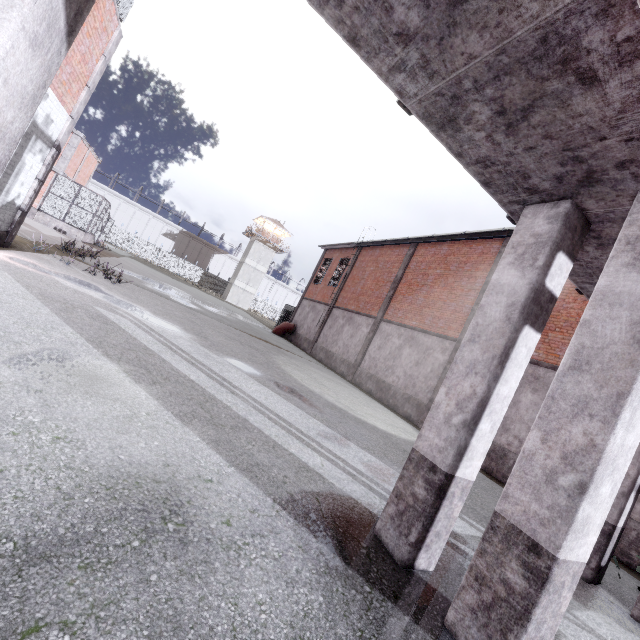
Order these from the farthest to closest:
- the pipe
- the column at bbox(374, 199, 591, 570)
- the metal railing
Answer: the pipe
the metal railing
the column at bbox(374, 199, 591, 570)

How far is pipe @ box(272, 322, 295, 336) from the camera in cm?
2702

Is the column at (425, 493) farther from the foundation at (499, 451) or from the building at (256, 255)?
the building at (256, 255)

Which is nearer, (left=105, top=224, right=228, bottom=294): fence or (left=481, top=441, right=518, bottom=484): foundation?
(left=481, top=441, right=518, bottom=484): foundation

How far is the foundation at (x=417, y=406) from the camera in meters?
13.8 m

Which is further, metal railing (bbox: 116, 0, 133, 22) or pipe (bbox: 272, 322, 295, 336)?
pipe (bbox: 272, 322, 295, 336)

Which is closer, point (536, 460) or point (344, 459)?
point (536, 460)

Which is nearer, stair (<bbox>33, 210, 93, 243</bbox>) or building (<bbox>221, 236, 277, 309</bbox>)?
stair (<bbox>33, 210, 93, 243</bbox>)
